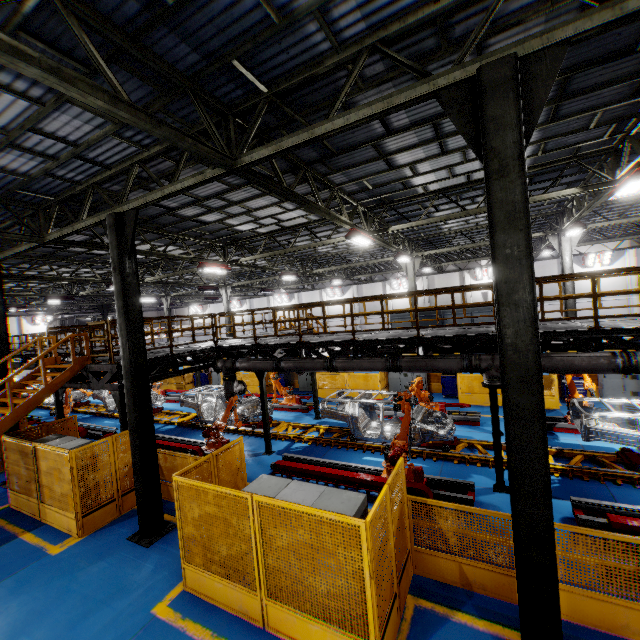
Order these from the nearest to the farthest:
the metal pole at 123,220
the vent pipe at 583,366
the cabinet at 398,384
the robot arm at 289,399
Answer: the vent pipe at 583,366, the metal pole at 123,220, the robot arm at 289,399, the cabinet at 398,384

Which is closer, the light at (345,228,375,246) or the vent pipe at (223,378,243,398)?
the light at (345,228,375,246)

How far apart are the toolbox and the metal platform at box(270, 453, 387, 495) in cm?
886

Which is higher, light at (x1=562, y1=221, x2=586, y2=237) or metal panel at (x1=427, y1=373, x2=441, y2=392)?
light at (x1=562, y1=221, x2=586, y2=237)

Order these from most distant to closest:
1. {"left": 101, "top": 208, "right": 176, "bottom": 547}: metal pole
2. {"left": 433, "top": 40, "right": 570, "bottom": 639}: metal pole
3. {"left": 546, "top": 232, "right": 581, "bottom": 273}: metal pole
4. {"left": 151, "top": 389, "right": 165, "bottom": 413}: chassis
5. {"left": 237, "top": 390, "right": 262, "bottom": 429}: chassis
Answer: {"left": 151, "top": 389, "right": 165, "bottom": 413}: chassis
{"left": 546, "top": 232, "right": 581, "bottom": 273}: metal pole
{"left": 237, "top": 390, "right": 262, "bottom": 429}: chassis
{"left": 101, "top": 208, "right": 176, "bottom": 547}: metal pole
{"left": 433, "top": 40, "right": 570, "bottom": 639}: metal pole

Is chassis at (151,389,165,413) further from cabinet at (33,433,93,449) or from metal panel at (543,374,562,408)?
cabinet at (33,433,93,449)

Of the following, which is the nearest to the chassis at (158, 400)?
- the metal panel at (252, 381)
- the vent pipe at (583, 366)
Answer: the vent pipe at (583, 366)

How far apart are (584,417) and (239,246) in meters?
15.8
